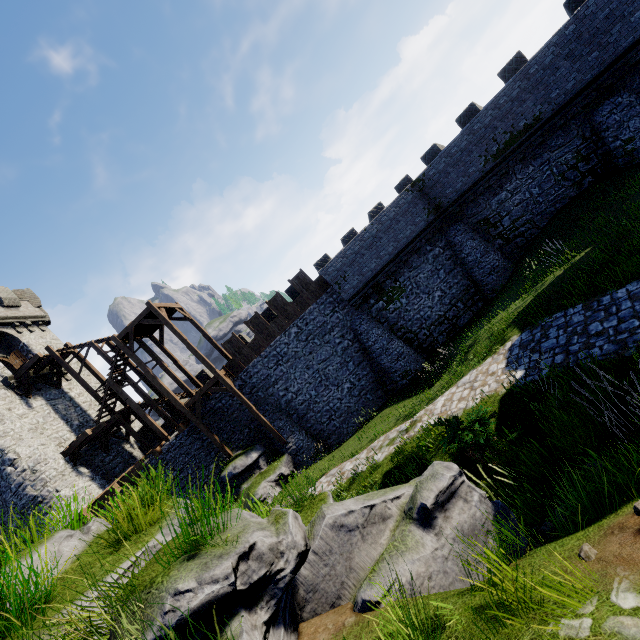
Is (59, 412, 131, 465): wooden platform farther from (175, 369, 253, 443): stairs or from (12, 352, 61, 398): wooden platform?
(12, 352, 61, 398): wooden platform

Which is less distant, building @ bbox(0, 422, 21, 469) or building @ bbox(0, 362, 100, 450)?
A: building @ bbox(0, 422, 21, 469)

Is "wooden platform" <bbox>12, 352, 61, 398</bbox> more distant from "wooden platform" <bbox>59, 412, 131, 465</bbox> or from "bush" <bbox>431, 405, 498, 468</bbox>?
"bush" <bbox>431, 405, 498, 468</bbox>

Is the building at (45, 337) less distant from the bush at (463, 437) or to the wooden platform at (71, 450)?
the wooden platform at (71, 450)

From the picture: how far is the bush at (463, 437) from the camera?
6.7m

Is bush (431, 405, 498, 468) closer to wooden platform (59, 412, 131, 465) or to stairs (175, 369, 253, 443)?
stairs (175, 369, 253, 443)

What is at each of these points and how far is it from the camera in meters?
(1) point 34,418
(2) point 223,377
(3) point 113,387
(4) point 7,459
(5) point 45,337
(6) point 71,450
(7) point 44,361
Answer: (1) building, 19.6
(2) stairs, 19.5
(3) stairs, 19.8
(4) building, 17.1
(5) building, 25.4
(6) wooden platform, 18.6
(7) wooden platform, 21.4
